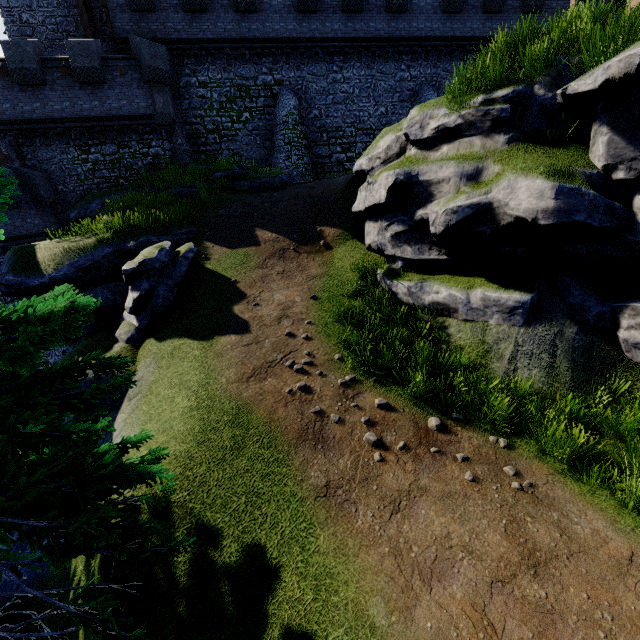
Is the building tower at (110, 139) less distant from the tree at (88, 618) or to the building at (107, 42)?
the building at (107, 42)

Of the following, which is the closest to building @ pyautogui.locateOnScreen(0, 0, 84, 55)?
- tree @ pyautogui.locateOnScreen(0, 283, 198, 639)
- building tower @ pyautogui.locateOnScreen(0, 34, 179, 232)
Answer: building tower @ pyautogui.locateOnScreen(0, 34, 179, 232)

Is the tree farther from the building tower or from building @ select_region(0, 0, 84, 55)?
building @ select_region(0, 0, 84, 55)

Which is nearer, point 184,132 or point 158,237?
point 158,237

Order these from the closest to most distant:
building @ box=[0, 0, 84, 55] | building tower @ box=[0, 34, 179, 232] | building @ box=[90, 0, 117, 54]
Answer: building tower @ box=[0, 34, 179, 232], building @ box=[0, 0, 84, 55], building @ box=[90, 0, 117, 54]
